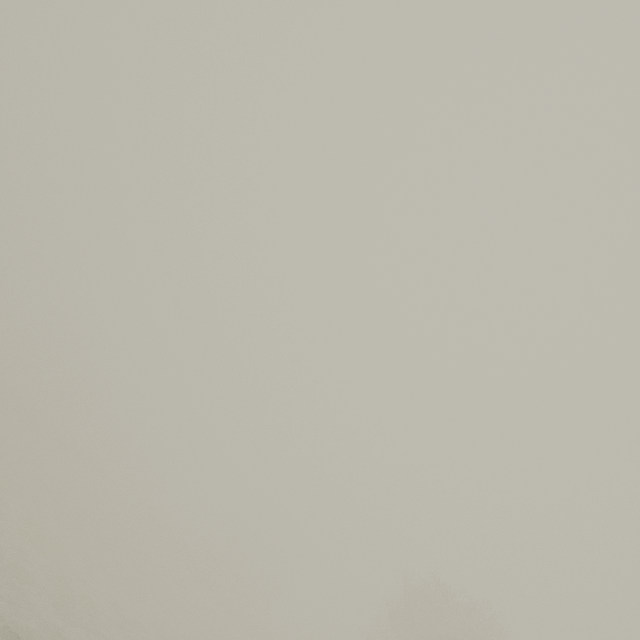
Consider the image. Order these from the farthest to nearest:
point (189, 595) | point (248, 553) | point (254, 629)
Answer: point (248, 553) < point (254, 629) < point (189, 595)
